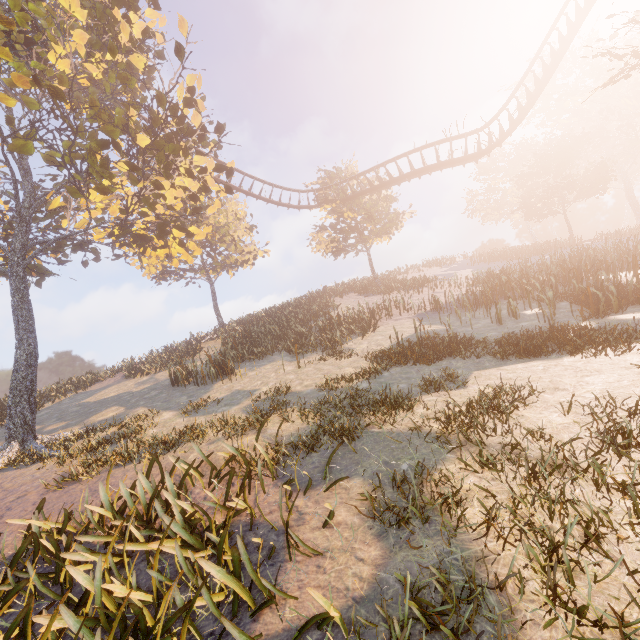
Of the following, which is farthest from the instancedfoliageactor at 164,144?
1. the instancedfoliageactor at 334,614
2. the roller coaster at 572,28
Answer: the instancedfoliageactor at 334,614

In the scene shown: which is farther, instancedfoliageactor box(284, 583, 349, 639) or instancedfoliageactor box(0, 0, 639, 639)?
instancedfoliageactor box(0, 0, 639, 639)

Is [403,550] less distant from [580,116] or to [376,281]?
[376,281]

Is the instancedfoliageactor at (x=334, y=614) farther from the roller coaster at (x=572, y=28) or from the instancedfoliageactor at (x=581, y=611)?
the roller coaster at (x=572, y=28)

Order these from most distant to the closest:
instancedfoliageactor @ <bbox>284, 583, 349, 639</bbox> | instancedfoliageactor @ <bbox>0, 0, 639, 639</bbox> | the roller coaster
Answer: the roller coaster → instancedfoliageactor @ <bbox>0, 0, 639, 639</bbox> → instancedfoliageactor @ <bbox>284, 583, 349, 639</bbox>

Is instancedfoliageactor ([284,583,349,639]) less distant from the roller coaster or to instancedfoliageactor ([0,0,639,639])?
instancedfoliageactor ([0,0,639,639])

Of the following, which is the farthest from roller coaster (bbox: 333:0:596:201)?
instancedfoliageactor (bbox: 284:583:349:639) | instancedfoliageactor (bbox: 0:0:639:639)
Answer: instancedfoliageactor (bbox: 284:583:349:639)

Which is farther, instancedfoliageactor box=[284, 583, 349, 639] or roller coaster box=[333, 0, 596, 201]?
roller coaster box=[333, 0, 596, 201]
